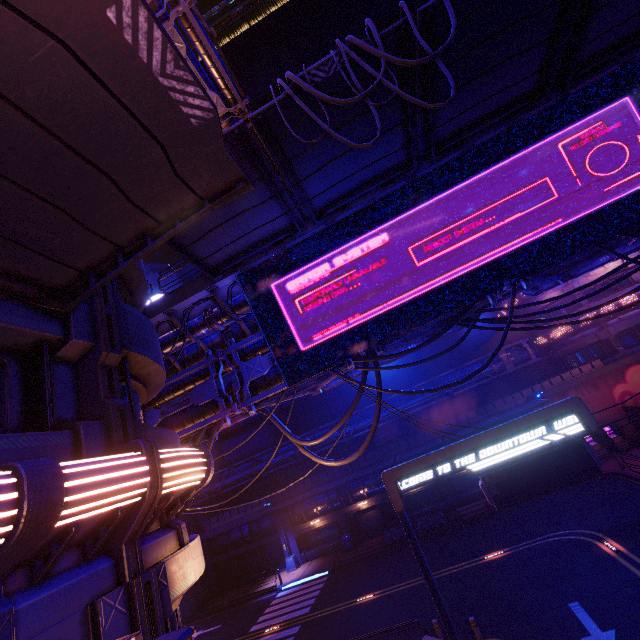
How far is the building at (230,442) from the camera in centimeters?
3853cm

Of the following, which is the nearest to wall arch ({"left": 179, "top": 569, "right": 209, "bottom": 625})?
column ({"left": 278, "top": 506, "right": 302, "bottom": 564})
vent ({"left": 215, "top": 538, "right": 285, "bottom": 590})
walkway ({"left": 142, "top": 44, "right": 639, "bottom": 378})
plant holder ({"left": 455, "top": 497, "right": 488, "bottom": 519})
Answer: walkway ({"left": 142, "top": 44, "right": 639, "bottom": 378})

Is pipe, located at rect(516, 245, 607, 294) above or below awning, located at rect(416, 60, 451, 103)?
below

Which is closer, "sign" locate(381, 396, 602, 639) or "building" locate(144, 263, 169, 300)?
"sign" locate(381, 396, 602, 639)

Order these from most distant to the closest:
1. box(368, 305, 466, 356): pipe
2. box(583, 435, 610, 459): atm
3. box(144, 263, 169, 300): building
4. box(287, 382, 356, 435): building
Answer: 1. box(144, 263, 169, 300): building
2. box(287, 382, 356, 435): building
3. box(583, 435, 610, 459): atm
4. box(368, 305, 466, 356): pipe

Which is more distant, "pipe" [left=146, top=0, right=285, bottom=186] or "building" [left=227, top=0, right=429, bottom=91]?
"building" [left=227, top=0, right=429, bottom=91]

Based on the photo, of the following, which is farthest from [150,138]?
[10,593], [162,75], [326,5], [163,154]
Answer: [326,5]

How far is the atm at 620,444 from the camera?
24.66m
